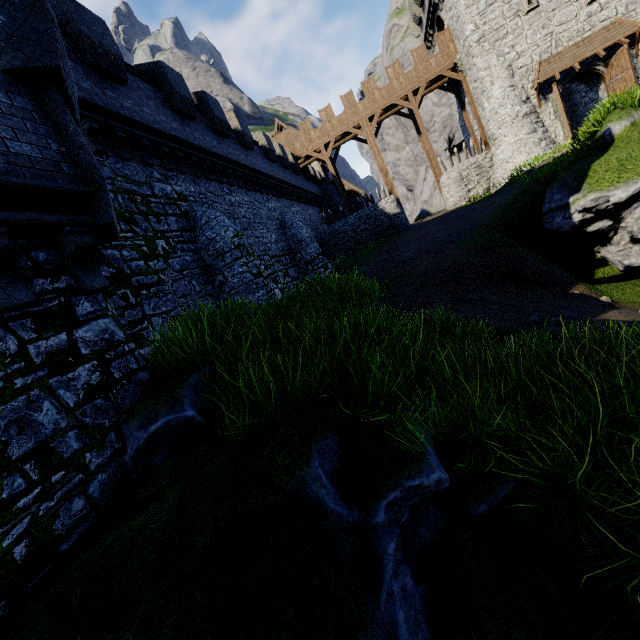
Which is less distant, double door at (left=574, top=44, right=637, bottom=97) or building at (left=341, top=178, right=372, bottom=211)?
double door at (left=574, top=44, right=637, bottom=97)

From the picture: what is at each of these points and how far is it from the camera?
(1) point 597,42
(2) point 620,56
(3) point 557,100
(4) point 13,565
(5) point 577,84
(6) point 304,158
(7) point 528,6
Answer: (1) awning, 19.6m
(2) double door, 19.2m
(3) double door, 20.2m
(4) building tower, 2.9m
(5) building, 25.6m
(6) walkway, 29.9m
(7) window slit, 20.1m

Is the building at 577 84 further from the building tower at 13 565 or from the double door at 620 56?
the building tower at 13 565

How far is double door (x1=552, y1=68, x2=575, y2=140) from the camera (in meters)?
20.14

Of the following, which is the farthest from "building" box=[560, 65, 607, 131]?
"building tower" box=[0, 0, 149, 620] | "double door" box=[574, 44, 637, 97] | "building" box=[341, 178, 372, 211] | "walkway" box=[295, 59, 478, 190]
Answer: "building tower" box=[0, 0, 149, 620]

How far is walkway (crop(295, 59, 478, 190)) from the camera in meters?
24.9

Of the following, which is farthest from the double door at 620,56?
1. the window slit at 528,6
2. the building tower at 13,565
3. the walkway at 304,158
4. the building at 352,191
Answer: the building tower at 13,565

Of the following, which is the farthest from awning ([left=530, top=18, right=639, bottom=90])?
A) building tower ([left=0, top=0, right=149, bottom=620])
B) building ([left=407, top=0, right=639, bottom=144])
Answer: building tower ([left=0, top=0, right=149, bottom=620])
